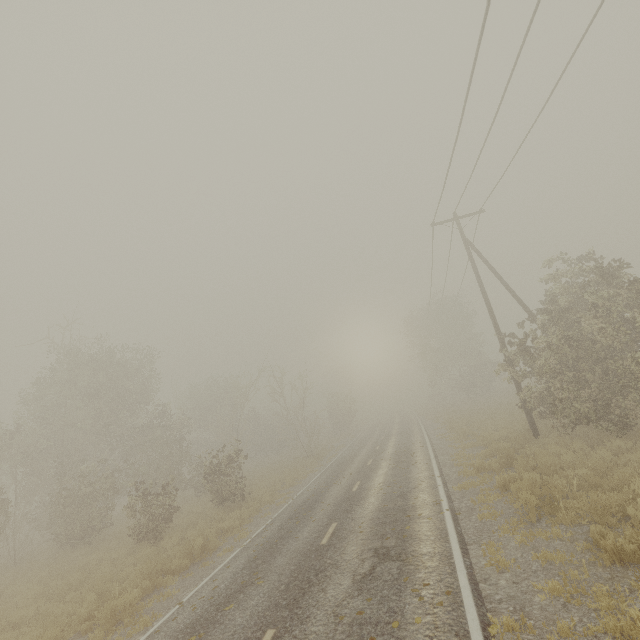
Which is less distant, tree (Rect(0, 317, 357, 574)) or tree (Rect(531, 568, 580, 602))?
tree (Rect(531, 568, 580, 602))

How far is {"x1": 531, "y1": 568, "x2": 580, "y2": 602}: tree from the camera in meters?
5.2

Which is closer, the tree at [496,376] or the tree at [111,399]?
the tree at [496,376]

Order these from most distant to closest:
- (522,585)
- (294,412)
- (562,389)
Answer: (294,412) → (562,389) → (522,585)

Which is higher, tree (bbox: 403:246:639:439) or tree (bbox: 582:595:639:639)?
tree (bbox: 403:246:639:439)

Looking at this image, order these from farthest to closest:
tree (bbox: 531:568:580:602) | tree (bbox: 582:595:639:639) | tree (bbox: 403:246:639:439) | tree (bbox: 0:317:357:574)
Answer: tree (bbox: 0:317:357:574) → tree (bbox: 403:246:639:439) → tree (bbox: 531:568:580:602) → tree (bbox: 582:595:639:639)
